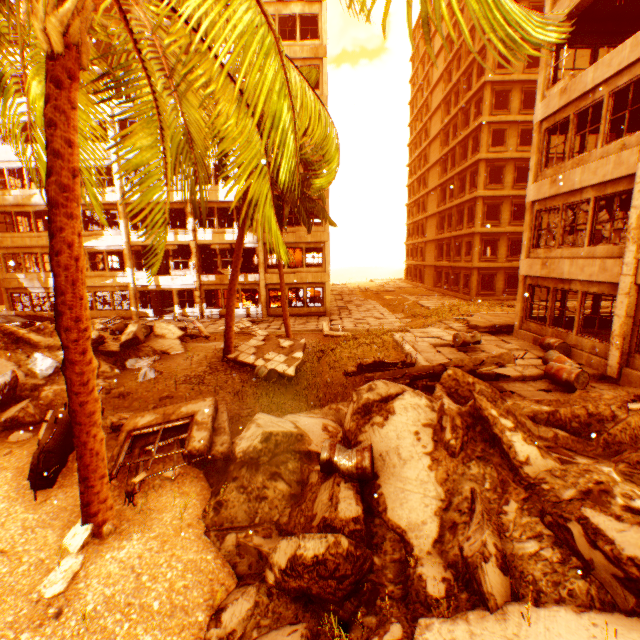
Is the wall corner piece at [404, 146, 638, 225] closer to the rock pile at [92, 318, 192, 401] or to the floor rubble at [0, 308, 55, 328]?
the floor rubble at [0, 308, 55, 328]

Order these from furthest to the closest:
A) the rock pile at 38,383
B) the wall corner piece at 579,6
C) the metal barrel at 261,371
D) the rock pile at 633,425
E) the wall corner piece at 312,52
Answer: the wall corner piece at 312,52, the metal barrel at 261,371, the wall corner piece at 579,6, the rock pile at 38,383, the rock pile at 633,425

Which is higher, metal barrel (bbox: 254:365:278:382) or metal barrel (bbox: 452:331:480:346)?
metal barrel (bbox: 452:331:480:346)

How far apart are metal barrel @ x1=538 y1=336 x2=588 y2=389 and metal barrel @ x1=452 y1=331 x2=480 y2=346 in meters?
2.4

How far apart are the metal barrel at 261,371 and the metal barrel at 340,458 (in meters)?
6.15

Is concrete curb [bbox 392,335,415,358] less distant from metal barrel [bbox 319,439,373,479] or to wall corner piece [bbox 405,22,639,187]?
metal barrel [bbox 319,439,373,479]

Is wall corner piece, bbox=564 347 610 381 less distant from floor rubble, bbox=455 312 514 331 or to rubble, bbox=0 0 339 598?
floor rubble, bbox=455 312 514 331

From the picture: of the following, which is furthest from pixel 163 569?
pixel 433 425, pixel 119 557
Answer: pixel 433 425
